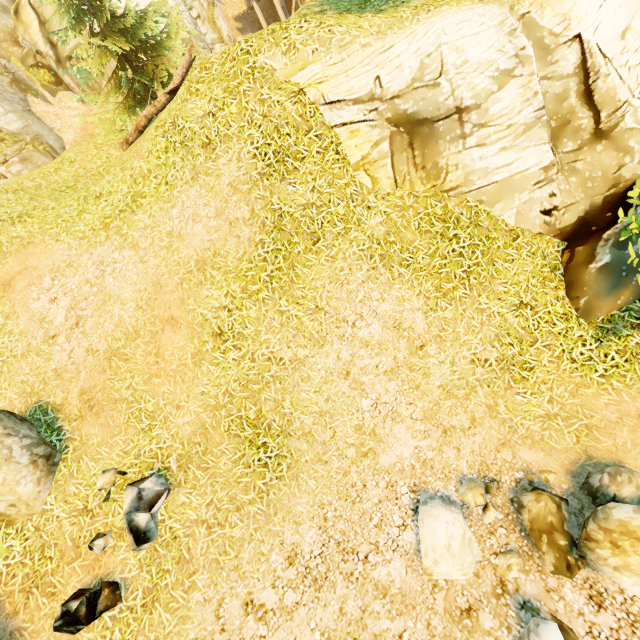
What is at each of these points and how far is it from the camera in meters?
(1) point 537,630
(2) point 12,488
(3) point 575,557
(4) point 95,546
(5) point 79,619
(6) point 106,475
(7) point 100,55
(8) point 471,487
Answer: (1) rock, 3.6
(2) rock, 4.9
(3) rock, 4.1
(4) rock, 4.9
(5) rock, 4.2
(6) rock, 5.4
(7) tree, 10.8
(8) rock, 4.9

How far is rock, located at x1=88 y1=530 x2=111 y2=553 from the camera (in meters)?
4.94

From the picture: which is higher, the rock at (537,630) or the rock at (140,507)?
the rock at (140,507)

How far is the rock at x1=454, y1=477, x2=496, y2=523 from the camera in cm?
471

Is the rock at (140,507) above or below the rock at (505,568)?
A: above

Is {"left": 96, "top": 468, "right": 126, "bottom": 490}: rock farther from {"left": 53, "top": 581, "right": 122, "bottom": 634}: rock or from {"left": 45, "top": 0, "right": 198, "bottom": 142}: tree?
{"left": 45, "top": 0, "right": 198, "bottom": 142}: tree

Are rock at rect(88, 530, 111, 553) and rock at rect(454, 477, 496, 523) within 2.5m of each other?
no
